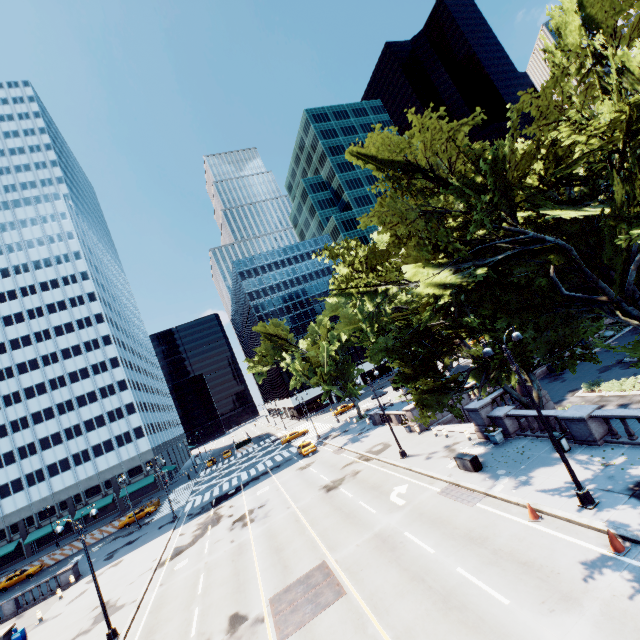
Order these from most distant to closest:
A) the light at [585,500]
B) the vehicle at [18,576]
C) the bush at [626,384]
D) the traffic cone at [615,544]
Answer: the vehicle at [18,576]
the bush at [626,384]
the light at [585,500]
the traffic cone at [615,544]

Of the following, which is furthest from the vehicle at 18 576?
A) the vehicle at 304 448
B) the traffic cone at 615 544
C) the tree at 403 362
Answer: the traffic cone at 615 544

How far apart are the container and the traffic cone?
8.1m

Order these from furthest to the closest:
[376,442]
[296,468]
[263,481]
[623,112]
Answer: [263,481] < [296,468] < [376,442] < [623,112]

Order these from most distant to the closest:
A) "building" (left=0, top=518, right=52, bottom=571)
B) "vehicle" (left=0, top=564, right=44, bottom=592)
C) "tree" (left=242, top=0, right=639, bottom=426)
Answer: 1. "building" (left=0, top=518, right=52, bottom=571)
2. "vehicle" (left=0, top=564, right=44, bottom=592)
3. "tree" (left=242, top=0, right=639, bottom=426)

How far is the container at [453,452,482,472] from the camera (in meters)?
19.03

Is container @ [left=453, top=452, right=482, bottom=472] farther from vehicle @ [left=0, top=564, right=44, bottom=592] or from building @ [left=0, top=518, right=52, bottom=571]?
building @ [left=0, top=518, right=52, bottom=571]

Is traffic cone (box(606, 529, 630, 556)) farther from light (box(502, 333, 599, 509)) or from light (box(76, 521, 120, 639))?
light (box(76, 521, 120, 639))
